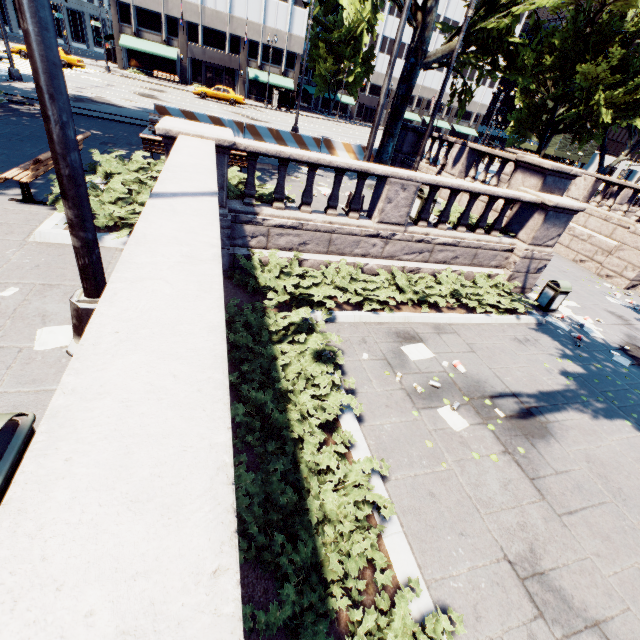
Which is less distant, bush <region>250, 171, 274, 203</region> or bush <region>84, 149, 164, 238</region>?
bush <region>84, 149, 164, 238</region>

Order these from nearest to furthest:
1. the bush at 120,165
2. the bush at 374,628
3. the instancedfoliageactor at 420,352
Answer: the bush at 374,628, the bush at 120,165, the instancedfoliageactor at 420,352

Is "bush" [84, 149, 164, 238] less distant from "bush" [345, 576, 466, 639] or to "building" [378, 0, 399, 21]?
"bush" [345, 576, 466, 639]

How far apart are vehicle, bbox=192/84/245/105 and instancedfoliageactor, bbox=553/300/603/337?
36.12m

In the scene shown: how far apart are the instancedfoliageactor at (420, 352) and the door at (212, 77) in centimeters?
5569cm

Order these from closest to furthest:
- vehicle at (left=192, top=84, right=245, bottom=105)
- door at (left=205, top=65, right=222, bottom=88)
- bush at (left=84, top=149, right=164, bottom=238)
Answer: bush at (left=84, top=149, right=164, bottom=238) < vehicle at (left=192, top=84, right=245, bottom=105) < door at (left=205, top=65, right=222, bottom=88)

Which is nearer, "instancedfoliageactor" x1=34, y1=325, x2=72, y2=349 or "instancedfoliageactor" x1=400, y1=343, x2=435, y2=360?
"instancedfoliageactor" x1=34, y1=325, x2=72, y2=349

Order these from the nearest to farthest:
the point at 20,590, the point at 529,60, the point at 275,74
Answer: the point at 20,590 → the point at 529,60 → the point at 275,74
